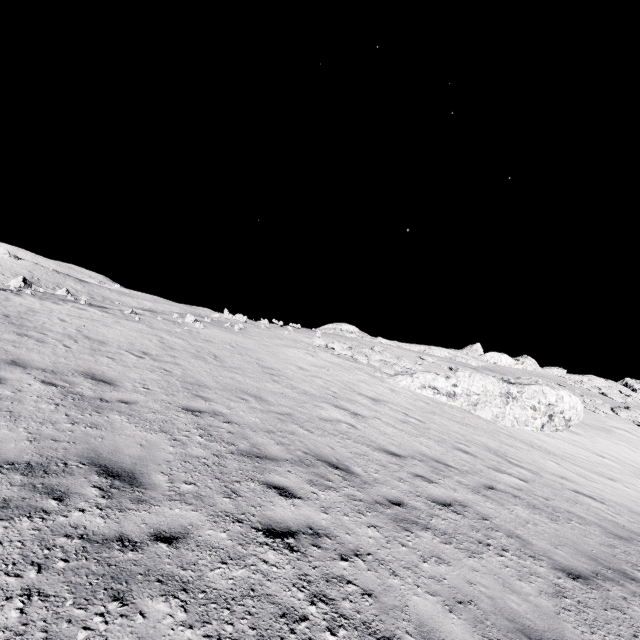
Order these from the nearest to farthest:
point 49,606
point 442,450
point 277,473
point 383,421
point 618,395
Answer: point 49,606 < point 277,473 < point 442,450 < point 383,421 < point 618,395
